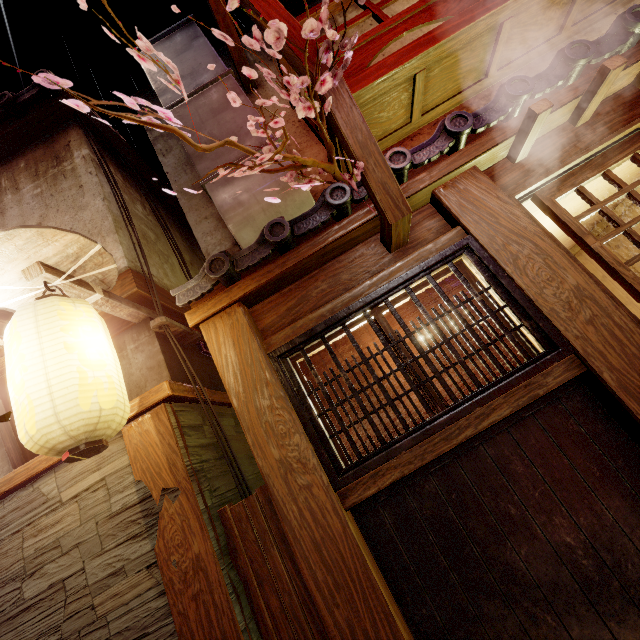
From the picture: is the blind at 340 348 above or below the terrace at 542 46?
below

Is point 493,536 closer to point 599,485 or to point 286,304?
point 599,485

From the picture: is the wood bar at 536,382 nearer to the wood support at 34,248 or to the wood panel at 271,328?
the wood panel at 271,328

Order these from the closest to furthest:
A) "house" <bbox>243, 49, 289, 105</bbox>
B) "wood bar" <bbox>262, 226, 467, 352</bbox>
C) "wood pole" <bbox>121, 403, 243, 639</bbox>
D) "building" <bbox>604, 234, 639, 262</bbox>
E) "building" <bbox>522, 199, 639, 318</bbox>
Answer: "wood pole" <bbox>121, 403, 243, 639</bbox>
"wood bar" <bbox>262, 226, 467, 352</bbox>
"building" <bbox>522, 199, 639, 318</bbox>
"house" <bbox>243, 49, 289, 105</bbox>
"building" <bbox>604, 234, 639, 262</bbox>

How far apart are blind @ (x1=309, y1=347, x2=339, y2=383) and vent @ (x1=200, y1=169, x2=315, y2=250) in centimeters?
329cm

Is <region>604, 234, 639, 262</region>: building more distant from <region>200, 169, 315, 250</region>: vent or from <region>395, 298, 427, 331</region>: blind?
<region>200, 169, 315, 250</region>: vent

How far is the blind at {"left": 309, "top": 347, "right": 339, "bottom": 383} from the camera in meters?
5.2 m

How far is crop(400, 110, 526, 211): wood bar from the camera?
4.85m
